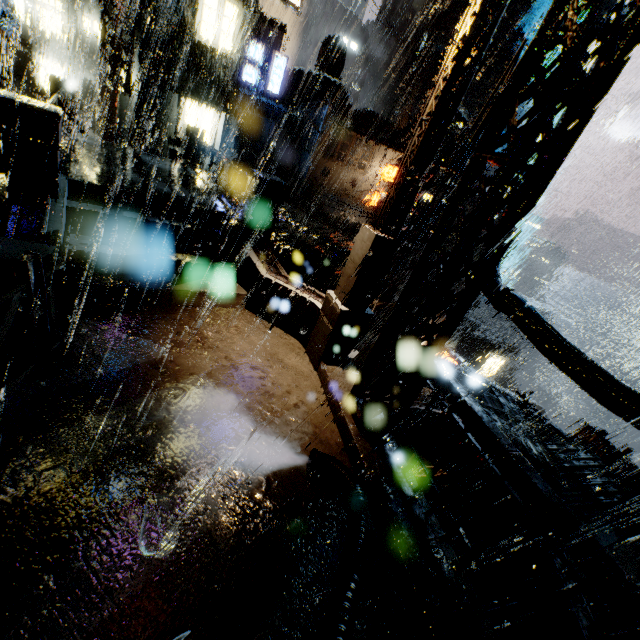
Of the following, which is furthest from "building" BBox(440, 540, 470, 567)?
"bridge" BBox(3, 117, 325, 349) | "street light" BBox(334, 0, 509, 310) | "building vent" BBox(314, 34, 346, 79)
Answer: "building vent" BBox(314, 34, 346, 79)

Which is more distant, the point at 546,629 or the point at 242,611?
the point at 546,629

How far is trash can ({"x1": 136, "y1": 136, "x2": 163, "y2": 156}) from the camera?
17.9 meters

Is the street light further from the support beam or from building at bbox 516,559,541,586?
the support beam

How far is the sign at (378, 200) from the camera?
32.2 meters

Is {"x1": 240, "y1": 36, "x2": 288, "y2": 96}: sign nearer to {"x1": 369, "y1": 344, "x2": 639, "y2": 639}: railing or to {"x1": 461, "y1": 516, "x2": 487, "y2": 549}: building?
{"x1": 461, "y1": 516, "x2": 487, "y2": 549}: building

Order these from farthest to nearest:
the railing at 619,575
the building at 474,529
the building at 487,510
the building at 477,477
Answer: the building at 477,477 < the building at 474,529 < the building at 487,510 < the railing at 619,575

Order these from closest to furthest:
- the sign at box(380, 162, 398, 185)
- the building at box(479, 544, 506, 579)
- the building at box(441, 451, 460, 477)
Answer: the building at box(479, 544, 506, 579)
the building at box(441, 451, 460, 477)
the sign at box(380, 162, 398, 185)
